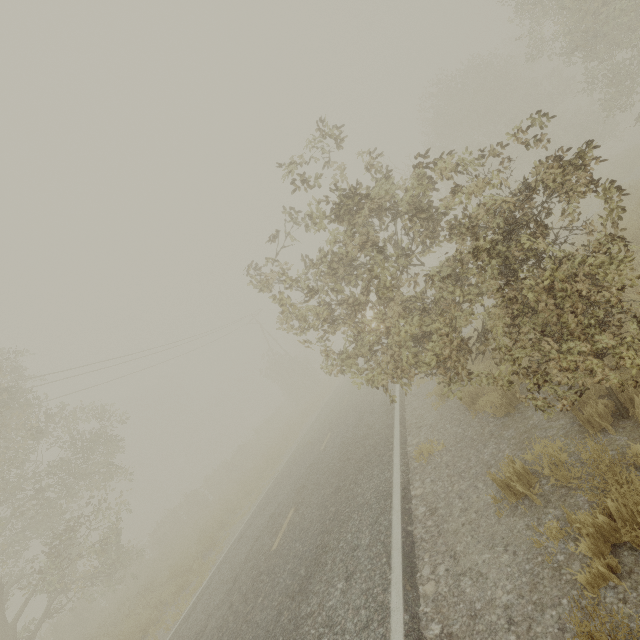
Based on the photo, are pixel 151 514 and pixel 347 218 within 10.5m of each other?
no
